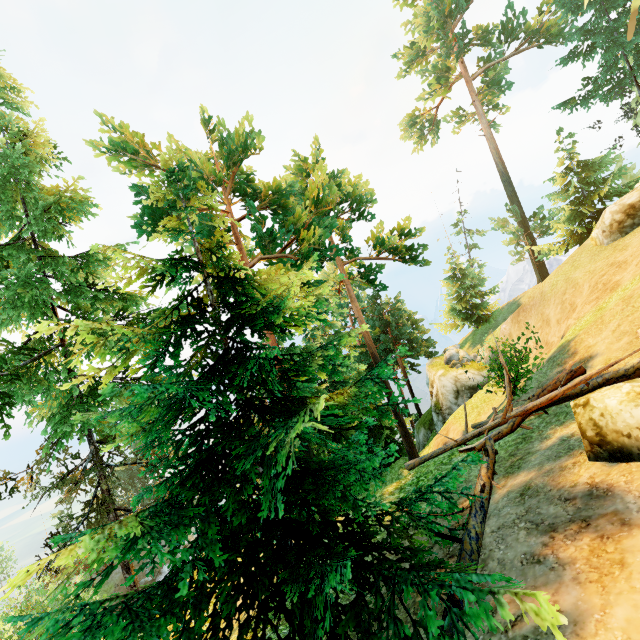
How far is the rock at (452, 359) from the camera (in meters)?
27.34

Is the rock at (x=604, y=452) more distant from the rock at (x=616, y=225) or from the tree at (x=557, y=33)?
Result: the rock at (x=616, y=225)

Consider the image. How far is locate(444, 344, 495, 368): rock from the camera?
27.3 meters

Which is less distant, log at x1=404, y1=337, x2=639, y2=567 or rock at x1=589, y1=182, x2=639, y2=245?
A: log at x1=404, y1=337, x2=639, y2=567

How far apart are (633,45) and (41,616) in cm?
4987

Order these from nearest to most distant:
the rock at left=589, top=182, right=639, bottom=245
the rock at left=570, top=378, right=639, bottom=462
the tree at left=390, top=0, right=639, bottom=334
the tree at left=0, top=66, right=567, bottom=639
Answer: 1. the tree at left=0, top=66, right=567, bottom=639
2. the rock at left=570, top=378, right=639, bottom=462
3. the rock at left=589, top=182, right=639, bottom=245
4. the tree at left=390, top=0, right=639, bottom=334

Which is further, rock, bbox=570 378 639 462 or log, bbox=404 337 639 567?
log, bbox=404 337 639 567

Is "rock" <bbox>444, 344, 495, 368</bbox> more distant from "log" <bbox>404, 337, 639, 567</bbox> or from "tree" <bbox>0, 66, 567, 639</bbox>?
"log" <bbox>404, 337, 639, 567</bbox>
